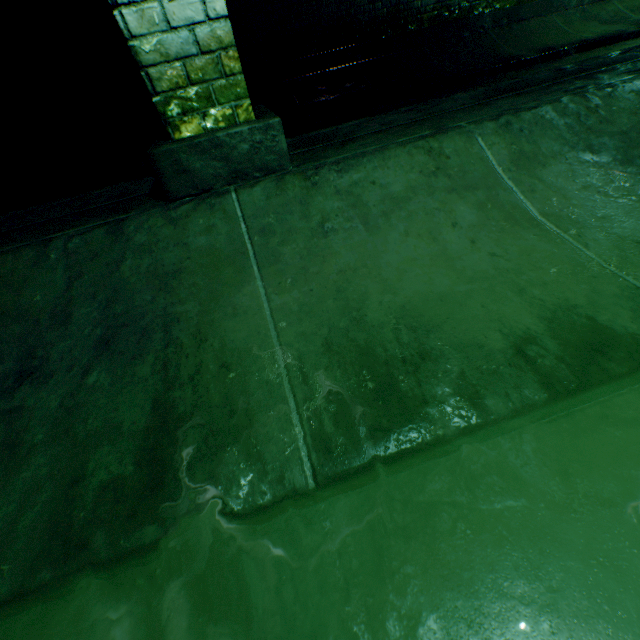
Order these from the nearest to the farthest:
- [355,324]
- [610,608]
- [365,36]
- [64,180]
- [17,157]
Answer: [610,608], [355,324], [64,180], [17,157], [365,36]
